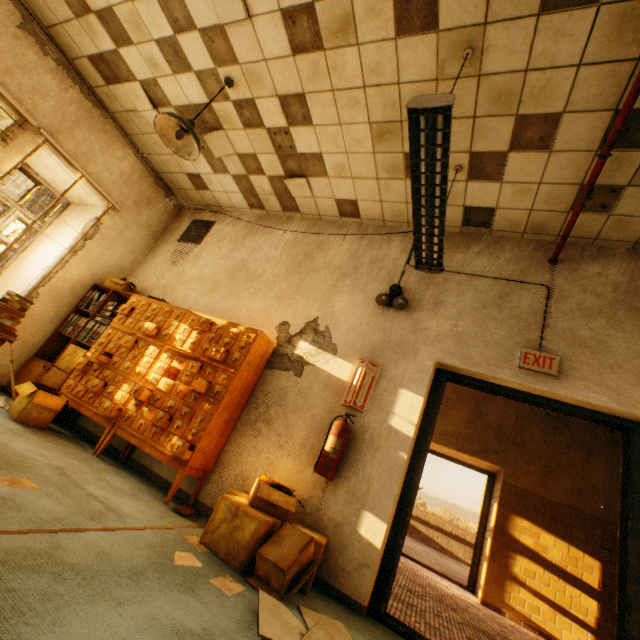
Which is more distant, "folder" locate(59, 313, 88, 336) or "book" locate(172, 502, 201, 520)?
"folder" locate(59, 313, 88, 336)

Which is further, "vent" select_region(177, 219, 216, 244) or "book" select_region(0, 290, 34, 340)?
"vent" select_region(177, 219, 216, 244)

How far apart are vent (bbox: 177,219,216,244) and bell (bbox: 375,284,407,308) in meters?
3.3 m

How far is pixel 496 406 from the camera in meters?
6.8 m

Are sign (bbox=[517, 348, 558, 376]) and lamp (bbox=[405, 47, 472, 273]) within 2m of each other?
yes

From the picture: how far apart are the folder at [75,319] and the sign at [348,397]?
3.9m

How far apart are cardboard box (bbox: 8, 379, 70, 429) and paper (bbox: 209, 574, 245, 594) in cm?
272

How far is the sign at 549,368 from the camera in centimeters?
291cm
